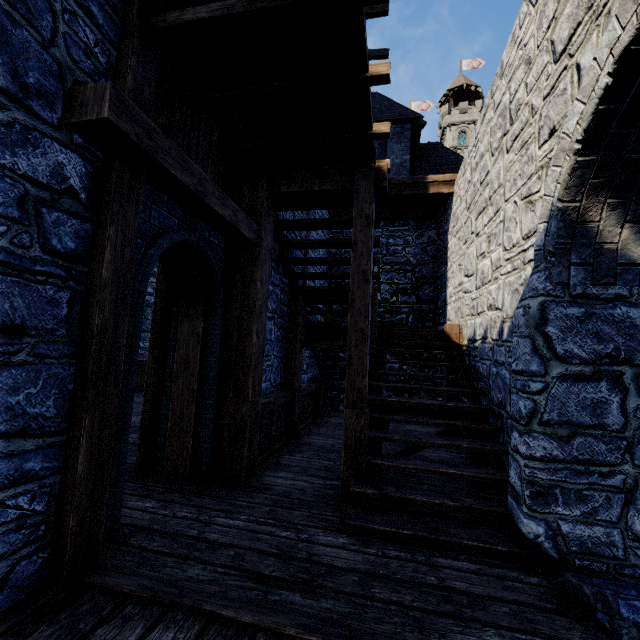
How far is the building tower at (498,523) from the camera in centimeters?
320cm

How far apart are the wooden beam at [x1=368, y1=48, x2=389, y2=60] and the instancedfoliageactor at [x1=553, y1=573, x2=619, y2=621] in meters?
18.3

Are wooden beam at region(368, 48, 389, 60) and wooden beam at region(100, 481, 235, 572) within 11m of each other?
no

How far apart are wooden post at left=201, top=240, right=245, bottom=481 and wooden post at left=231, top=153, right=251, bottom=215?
0.17m

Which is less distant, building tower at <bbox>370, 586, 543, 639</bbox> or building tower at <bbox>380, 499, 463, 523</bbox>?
building tower at <bbox>370, 586, 543, 639</bbox>

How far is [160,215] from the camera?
3.06m

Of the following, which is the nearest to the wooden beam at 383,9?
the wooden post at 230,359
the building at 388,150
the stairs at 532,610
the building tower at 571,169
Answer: the building at 388,150
